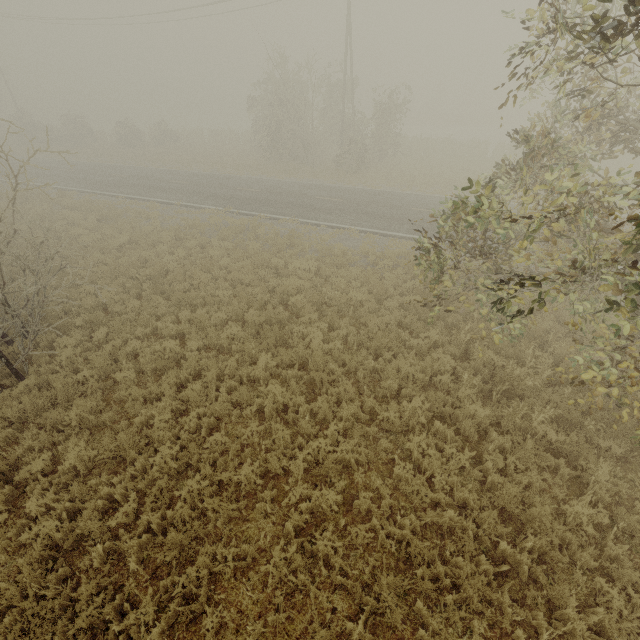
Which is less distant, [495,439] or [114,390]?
[495,439]
